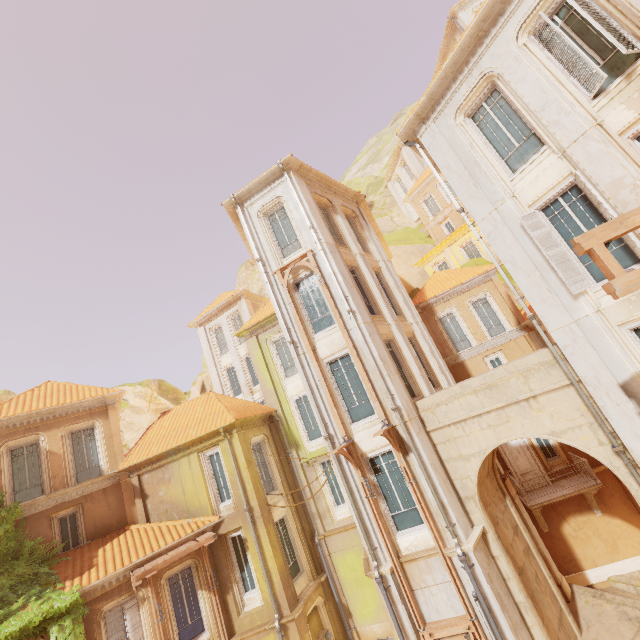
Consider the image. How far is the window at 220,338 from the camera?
27.5m

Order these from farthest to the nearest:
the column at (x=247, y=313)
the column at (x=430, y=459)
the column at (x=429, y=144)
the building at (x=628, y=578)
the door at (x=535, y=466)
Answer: the column at (x=247, y=313)
the door at (x=535, y=466)
the building at (x=628, y=578)
the column at (x=430, y=459)
the column at (x=429, y=144)

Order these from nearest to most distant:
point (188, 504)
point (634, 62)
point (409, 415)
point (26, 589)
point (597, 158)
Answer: point (634, 62) → point (597, 158) → point (409, 415) → point (26, 589) → point (188, 504)

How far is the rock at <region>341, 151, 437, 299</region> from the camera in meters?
32.1

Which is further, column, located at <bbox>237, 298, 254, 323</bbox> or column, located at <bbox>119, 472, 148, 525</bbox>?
column, located at <bbox>237, 298, 254, 323</bbox>

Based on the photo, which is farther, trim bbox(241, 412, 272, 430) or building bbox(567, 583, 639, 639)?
trim bbox(241, 412, 272, 430)

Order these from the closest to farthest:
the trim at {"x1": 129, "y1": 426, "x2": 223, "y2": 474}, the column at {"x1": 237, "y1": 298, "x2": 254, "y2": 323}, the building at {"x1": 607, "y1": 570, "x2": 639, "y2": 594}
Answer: the building at {"x1": 607, "y1": 570, "x2": 639, "y2": 594} → the trim at {"x1": 129, "y1": 426, "x2": 223, "y2": 474} → the column at {"x1": 237, "y1": 298, "x2": 254, "y2": 323}

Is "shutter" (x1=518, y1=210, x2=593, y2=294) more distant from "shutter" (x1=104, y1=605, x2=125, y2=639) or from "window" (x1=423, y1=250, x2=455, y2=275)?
"window" (x1=423, y1=250, x2=455, y2=275)
